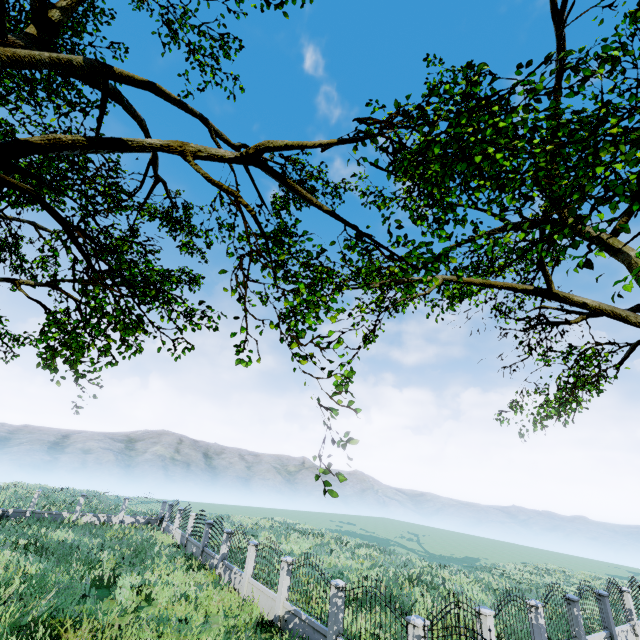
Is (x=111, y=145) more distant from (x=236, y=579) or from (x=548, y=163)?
(x=236, y=579)

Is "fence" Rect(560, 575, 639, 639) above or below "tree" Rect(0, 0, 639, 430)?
below

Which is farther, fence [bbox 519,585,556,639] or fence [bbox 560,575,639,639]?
fence [bbox 560,575,639,639]

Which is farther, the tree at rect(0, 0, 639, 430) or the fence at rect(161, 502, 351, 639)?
the fence at rect(161, 502, 351, 639)

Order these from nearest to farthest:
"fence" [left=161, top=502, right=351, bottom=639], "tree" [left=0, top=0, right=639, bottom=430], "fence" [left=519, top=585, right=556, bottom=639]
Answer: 1. "tree" [left=0, top=0, right=639, bottom=430]
2. "fence" [left=161, top=502, right=351, bottom=639]
3. "fence" [left=519, top=585, right=556, bottom=639]

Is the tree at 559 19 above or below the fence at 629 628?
above

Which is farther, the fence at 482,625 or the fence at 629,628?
the fence at 629,628
